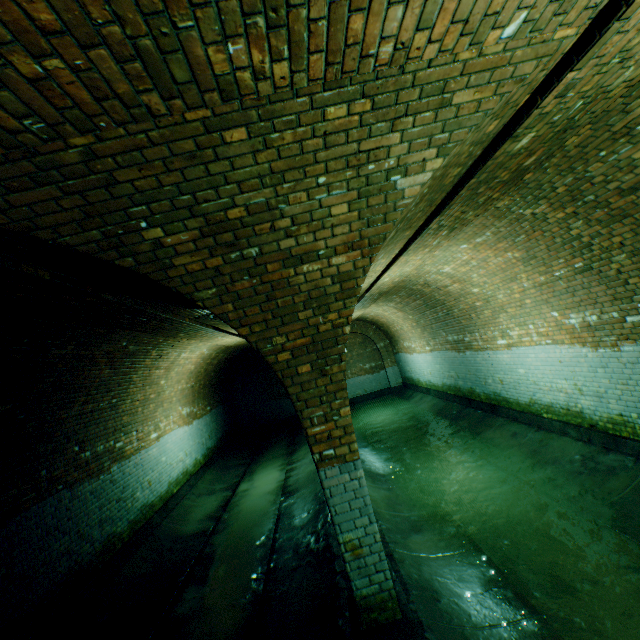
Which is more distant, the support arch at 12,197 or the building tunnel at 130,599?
the building tunnel at 130,599

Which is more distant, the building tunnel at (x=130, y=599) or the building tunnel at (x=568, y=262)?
the building tunnel at (x=130, y=599)

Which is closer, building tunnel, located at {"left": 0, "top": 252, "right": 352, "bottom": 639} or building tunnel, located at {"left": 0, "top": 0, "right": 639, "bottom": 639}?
building tunnel, located at {"left": 0, "top": 0, "right": 639, "bottom": 639}

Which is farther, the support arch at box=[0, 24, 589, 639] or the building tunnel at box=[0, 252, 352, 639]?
the building tunnel at box=[0, 252, 352, 639]

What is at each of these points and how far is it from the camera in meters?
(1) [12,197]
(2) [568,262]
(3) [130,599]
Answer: (1) support arch, 1.9 m
(2) building tunnel, 5.2 m
(3) building tunnel, 5.6 m
